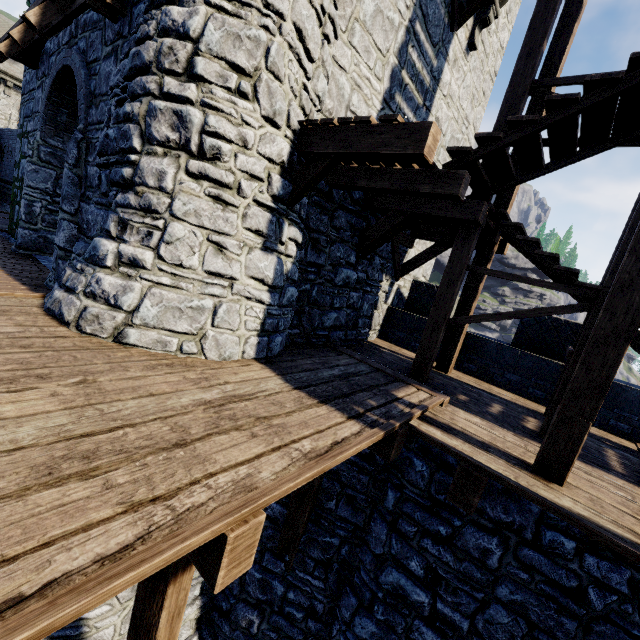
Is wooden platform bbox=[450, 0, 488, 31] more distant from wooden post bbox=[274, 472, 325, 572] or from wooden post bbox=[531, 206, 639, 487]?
wooden post bbox=[274, 472, 325, 572]

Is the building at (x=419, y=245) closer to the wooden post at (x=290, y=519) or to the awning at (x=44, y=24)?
the awning at (x=44, y=24)

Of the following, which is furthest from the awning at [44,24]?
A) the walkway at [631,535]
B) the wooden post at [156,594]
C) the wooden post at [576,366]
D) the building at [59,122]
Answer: the wooden post at [576,366]

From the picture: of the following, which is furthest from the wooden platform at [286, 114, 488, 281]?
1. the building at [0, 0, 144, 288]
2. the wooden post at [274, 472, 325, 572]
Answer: the wooden post at [274, 472, 325, 572]

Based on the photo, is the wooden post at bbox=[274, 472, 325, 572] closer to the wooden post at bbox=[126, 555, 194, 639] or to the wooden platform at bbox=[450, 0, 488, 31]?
the wooden post at bbox=[126, 555, 194, 639]

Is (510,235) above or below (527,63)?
below

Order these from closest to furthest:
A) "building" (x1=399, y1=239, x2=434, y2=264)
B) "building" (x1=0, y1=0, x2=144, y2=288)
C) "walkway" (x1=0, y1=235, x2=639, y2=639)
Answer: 1. "walkway" (x1=0, y1=235, x2=639, y2=639)
2. "building" (x1=0, y1=0, x2=144, y2=288)
3. "building" (x1=399, y1=239, x2=434, y2=264)

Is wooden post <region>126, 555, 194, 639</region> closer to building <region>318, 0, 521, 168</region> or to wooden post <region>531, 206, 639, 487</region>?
wooden post <region>531, 206, 639, 487</region>
